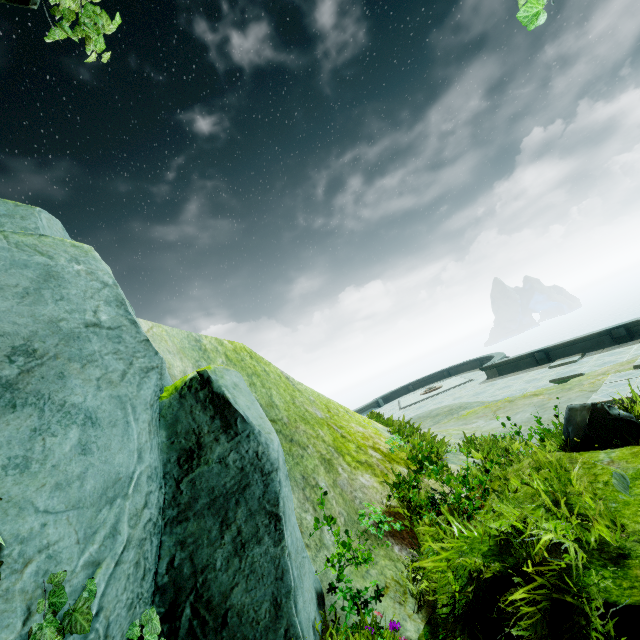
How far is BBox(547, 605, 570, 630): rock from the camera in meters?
2.1

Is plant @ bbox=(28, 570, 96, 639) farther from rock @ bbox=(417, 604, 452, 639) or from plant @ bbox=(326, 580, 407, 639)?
plant @ bbox=(326, 580, 407, 639)

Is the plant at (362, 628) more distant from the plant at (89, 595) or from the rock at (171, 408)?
the plant at (89, 595)

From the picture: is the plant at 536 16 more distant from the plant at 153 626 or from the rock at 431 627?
the plant at 153 626

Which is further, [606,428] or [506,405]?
[506,405]

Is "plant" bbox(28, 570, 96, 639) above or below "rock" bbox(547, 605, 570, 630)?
above

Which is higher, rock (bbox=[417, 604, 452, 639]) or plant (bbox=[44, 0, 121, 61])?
plant (bbox=[44, 0, 121, 61])

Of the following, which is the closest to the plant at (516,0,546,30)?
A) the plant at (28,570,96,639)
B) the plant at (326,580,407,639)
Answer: the plant at (326,580,407,639)
